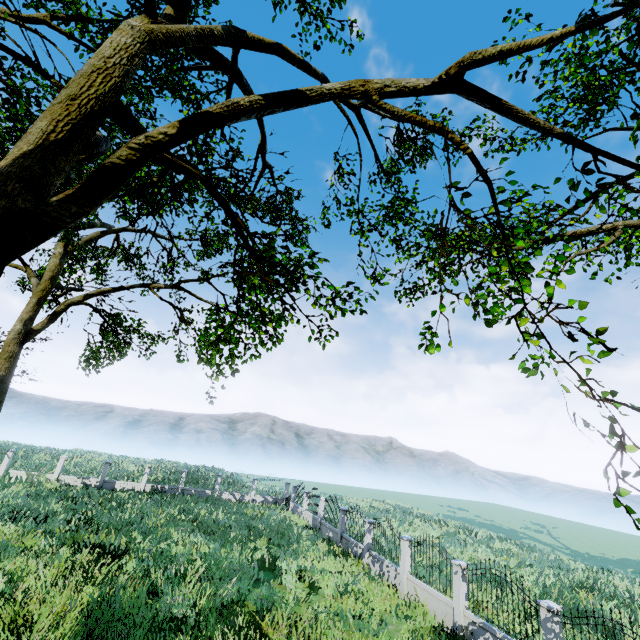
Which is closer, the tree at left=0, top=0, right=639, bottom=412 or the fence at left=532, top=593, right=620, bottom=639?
the tree at left=0, top=0, right=639, bottom=412

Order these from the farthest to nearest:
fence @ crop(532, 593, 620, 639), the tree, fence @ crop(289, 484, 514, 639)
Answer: fence @ crop(289, 484, 514, 639), fence @ crop(532, 593, 620, 639), the tree

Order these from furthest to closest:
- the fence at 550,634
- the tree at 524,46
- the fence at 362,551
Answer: the fence at 362,551
the fence at 550,634
the tree at 524,46

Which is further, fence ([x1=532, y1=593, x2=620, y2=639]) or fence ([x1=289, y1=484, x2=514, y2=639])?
fence ([x1=289, y1=484, x2=514, y2=639])

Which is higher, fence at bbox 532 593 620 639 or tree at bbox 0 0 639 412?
tree at bbox 0 0 639 412

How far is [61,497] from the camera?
20.00m

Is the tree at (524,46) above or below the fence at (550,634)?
above
